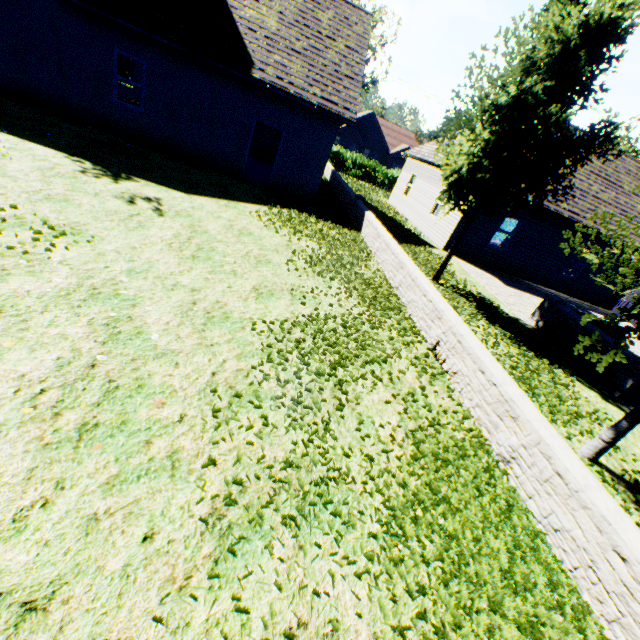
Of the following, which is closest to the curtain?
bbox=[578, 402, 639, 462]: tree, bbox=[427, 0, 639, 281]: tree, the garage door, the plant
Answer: the garage door

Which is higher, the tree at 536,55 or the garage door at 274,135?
the tree at 536,55

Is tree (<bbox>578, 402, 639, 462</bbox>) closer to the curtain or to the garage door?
the garage door

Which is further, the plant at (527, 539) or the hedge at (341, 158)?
the hedge at (341, 158)

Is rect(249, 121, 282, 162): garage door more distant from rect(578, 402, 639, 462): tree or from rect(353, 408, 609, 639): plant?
rect(353, 408, 609, 639): plant

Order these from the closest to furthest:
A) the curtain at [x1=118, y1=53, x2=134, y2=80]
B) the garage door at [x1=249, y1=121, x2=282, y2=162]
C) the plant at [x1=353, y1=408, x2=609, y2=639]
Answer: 1. the plant at [x1=353, y1=408, x2=609, y2=639]
2. the curtain at [x1=118, y1=53, x2=134, y2=80]
3. the garage door at [x1=249, y1=121, x2=282, y2=162]

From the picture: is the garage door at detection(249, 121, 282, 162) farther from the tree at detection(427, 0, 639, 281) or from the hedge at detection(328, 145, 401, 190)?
the tree at detection(427, 0, 639, 281)

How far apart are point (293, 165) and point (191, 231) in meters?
7.9 m
